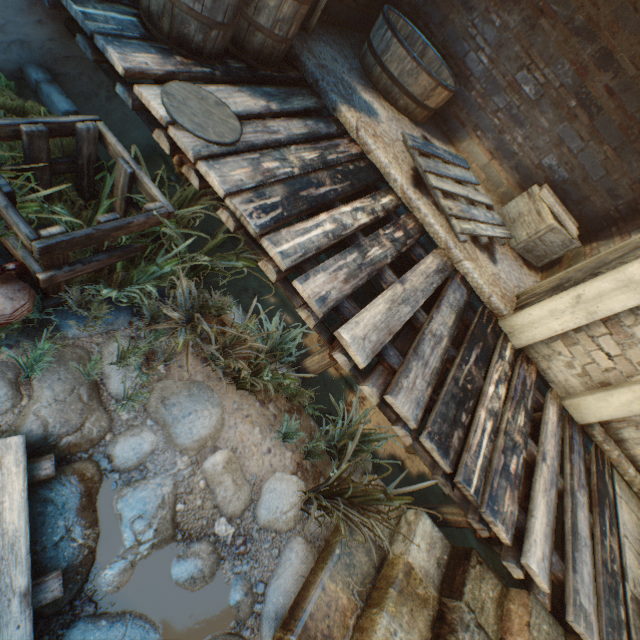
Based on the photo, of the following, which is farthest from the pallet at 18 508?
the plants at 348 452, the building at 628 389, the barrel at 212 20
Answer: the building at 628 389

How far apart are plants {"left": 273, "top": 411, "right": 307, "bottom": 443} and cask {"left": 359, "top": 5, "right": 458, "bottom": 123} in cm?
388

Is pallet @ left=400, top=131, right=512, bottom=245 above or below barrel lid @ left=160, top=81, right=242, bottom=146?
above

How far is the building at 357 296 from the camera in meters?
4.0 m

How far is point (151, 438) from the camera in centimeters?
212cm

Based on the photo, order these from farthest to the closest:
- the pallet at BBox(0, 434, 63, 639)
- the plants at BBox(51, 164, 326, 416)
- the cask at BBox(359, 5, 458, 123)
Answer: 1. the cask at BBox(359, 5, 458, 123)
2. the plants at BBox(51, 164, 326, 416)
3. the pallet at BBox(0, 434, 63, 639)

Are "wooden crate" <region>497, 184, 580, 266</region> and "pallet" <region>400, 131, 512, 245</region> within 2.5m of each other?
yes

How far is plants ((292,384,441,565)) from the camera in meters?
2.1 m
